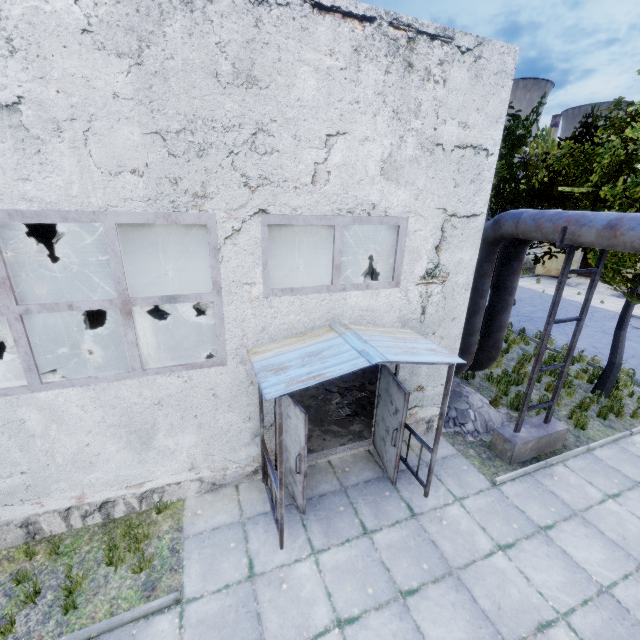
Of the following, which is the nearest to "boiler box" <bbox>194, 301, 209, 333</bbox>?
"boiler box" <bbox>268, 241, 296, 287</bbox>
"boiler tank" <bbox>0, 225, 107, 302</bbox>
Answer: "boiler box" <bbox>268, 241, 296, 287</bbox>

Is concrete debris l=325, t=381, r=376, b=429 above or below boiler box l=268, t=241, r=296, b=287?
below

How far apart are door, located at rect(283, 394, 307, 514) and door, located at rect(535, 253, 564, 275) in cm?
2747

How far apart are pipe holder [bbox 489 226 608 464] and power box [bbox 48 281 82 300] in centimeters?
1243cm

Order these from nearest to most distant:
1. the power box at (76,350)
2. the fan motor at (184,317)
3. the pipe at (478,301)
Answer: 1. the pipe at (478,301)
2. the power box at (76,350)
3. the fan motor at (184,317)

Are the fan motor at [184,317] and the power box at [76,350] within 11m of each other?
yes

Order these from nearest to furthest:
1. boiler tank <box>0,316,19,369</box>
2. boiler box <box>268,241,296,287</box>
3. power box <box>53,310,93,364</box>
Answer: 1. boiler tank <box>0,316,19,369</box>
2. power box <box>53,310,93,364</box>
3. boiler box <box>268,241,296,287</box>

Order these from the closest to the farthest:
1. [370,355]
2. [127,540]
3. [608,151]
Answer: [370,355] < [127,540] < [608,151]
